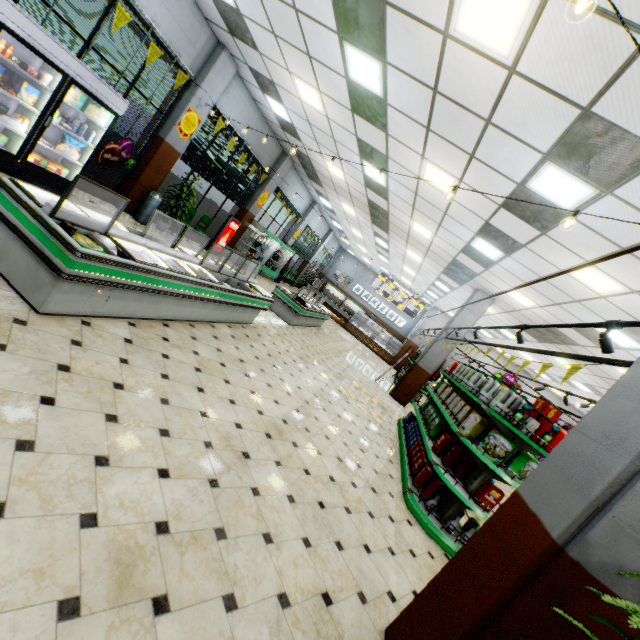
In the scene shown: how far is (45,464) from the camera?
2.0 meters

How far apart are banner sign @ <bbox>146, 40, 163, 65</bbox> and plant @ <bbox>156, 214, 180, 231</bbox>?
3.84m

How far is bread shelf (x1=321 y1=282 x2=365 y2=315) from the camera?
27.48m

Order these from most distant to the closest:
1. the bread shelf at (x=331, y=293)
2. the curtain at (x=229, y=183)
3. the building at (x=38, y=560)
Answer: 1. the bread shelf at (x=331, y=293)
2. the curtain at (x=229, y=183)
3. the building at (x=38, y=560)

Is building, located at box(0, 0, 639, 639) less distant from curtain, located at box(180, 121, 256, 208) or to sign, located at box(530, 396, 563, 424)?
curtain, located at box(180, 121, 256, 208)

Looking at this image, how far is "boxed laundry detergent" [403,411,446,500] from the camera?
5.1m

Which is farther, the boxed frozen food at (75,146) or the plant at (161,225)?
the plant at (161,225)

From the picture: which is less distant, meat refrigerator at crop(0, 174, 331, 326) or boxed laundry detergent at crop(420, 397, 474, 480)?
meat refrigerator at crop(0, 174, 331, 326)
